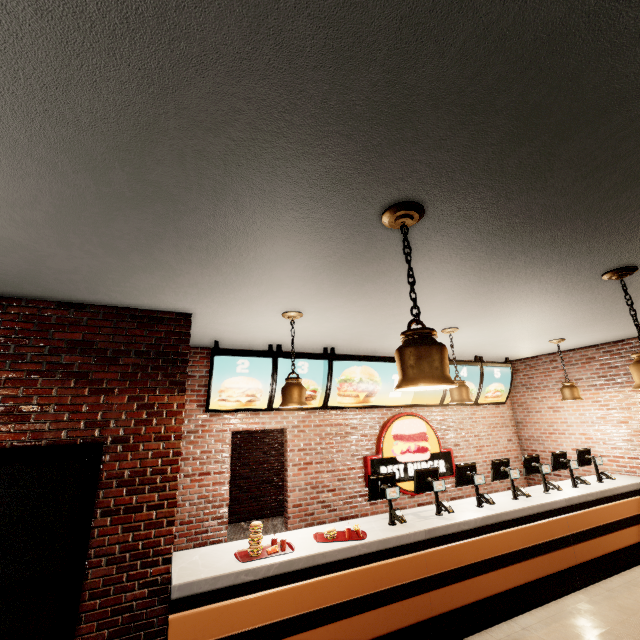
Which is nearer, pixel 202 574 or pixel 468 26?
pixel 468 26
